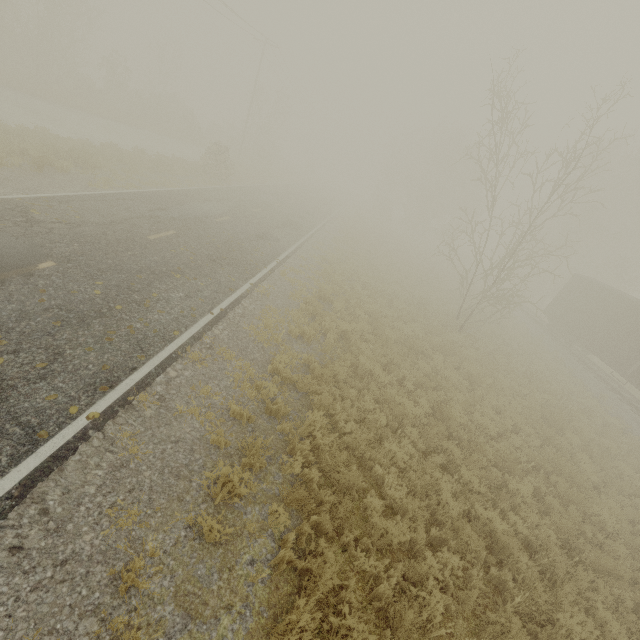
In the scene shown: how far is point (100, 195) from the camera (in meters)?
12.52
